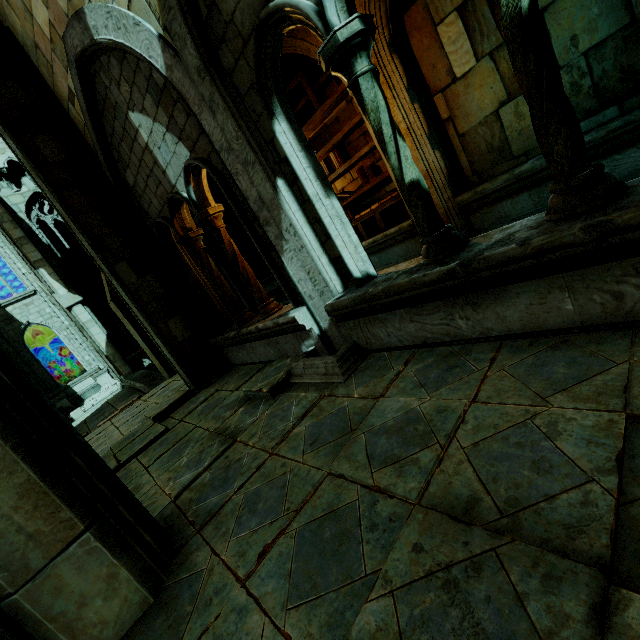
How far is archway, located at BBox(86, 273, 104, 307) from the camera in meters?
21.7

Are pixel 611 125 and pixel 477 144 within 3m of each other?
yes

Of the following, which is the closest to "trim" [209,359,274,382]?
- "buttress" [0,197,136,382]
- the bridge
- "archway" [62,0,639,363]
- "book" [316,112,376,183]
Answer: "archway" [62,0,639,363]

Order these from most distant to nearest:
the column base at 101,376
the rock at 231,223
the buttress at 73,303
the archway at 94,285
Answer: the rock at 231,223
the archway at 94,285
the column base at 101,376
the buttress at 73,303

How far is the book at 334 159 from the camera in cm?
614

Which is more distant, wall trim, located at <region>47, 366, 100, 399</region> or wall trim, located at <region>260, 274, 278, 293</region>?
wall trim, located at <region>260, 274, 278, 293</region>

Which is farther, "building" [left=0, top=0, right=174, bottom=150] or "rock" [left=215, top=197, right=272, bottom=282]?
"rock" [left=215, top=197, right=272, bottom=282]

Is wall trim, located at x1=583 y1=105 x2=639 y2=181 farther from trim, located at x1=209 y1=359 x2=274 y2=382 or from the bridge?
the bridge
